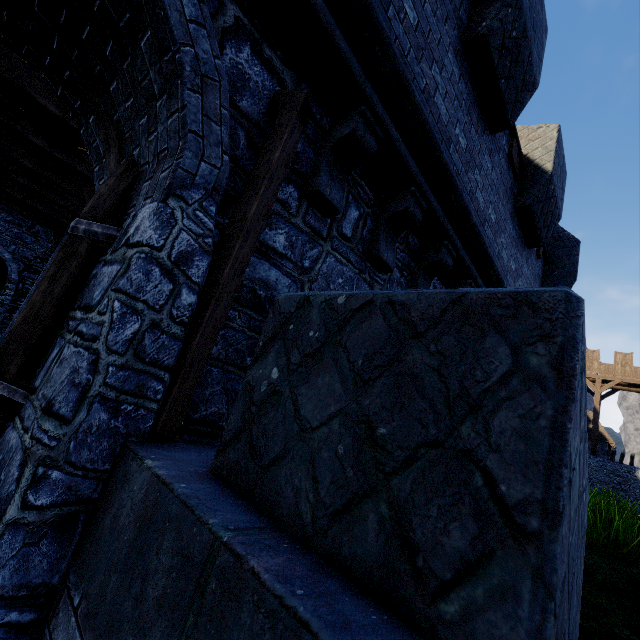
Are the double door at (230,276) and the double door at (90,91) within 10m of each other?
yes

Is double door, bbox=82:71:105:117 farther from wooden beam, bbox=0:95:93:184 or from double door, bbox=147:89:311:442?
wooden beam, bbox=0:95:93:184

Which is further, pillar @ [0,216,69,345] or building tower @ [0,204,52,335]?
building tower @ [0,204,52,335]

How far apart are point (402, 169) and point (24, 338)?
3.4 meters

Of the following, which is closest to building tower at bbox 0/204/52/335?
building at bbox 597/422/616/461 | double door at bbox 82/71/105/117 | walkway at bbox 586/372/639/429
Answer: double door at bbox 82/71/105/117

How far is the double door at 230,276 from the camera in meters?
1.8 m

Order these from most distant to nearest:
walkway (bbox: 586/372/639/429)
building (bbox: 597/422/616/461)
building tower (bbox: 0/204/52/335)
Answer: building (bbox: 597/422/616/461)
walkway (bbox: 586/372/639/429)
building tower (bbox: 0/204/52/335)

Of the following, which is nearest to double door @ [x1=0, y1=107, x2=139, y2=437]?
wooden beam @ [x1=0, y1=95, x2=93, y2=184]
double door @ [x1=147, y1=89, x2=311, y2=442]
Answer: double door @ [x1=147, y1=89, x2=311, y2=442]
